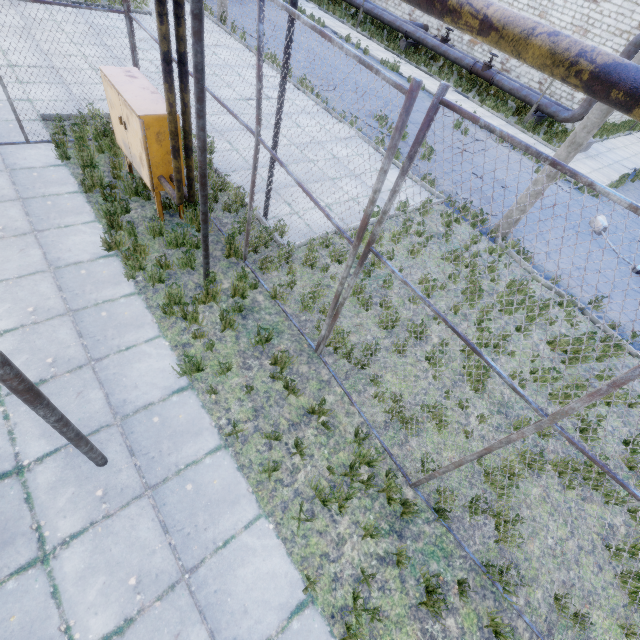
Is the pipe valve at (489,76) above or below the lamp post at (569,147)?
below

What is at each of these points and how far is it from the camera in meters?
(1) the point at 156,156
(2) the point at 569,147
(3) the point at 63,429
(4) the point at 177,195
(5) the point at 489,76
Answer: (1) gas box, 5.5 m
(2) lamp post, 7.6 m
(3) pipe holder, 2.8 m
(4) pipe, 5.3 m
(5) pipe valve, 19.7 m

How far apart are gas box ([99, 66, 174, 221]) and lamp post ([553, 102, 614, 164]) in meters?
8.5

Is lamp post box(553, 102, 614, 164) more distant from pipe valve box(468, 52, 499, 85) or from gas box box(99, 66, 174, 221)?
pipe valve box(468, 52, 499, 85)

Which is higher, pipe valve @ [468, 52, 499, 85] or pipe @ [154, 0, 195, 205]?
pipe @ [154, 0, 195, 205]

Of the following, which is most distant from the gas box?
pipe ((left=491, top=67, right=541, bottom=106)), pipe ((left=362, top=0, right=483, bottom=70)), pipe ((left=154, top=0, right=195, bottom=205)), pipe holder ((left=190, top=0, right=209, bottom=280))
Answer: pipe ((left=362, top=0, right=483, bottom=70))

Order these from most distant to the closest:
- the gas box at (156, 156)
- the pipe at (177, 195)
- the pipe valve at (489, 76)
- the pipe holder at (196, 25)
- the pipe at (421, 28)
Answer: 1. the pipe at (421, 28)
2. the pipe valve at (489, 76)
3. the gas box at (156, 156)
4. the pipe at (177, 195)
5. the pipe holder at (196, 25)

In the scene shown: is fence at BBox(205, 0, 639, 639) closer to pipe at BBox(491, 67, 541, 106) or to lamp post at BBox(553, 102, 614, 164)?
lamp post at BBox(553, 102, 614, 164)
